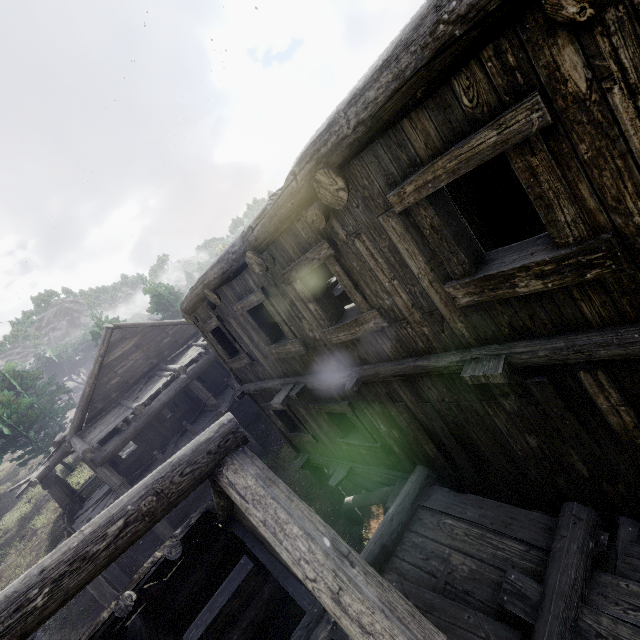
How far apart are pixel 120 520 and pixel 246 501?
1.2m
